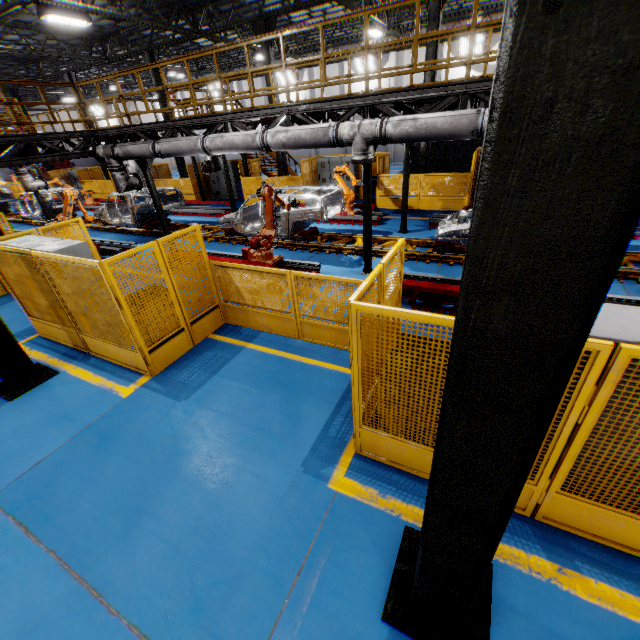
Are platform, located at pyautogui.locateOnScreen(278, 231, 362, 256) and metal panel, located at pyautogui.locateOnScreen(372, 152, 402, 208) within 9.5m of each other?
yes

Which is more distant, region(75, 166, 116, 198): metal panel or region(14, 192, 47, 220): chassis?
region(75, 166, 116, 198): metal panel

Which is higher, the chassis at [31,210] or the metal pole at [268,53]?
the metal pole at [268,53]

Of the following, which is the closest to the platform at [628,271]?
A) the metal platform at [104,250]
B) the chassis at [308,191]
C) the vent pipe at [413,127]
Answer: the chassis at [308,191]

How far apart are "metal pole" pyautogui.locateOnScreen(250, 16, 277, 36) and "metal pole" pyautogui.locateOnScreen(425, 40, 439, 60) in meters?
6.2

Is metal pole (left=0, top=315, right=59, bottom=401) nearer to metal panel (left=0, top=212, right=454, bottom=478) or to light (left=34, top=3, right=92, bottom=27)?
metal panel (left=0, top=212, right=454, bottom=478)

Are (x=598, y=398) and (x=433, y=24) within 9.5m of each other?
no

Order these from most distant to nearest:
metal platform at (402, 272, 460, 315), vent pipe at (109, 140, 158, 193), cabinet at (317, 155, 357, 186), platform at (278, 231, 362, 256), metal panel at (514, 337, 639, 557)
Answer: cabinet at (317, 155, 357, 186) < platform at (278, 231, 362, 256) < vent pipe at (109, 140, 158, 193) < metal platform at (402, 272, 460, 315) < metal panel at (514, 337, 639, 557)
